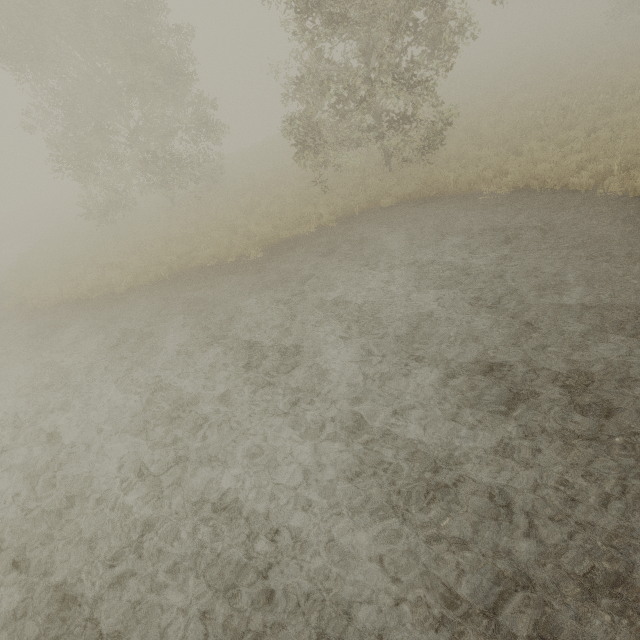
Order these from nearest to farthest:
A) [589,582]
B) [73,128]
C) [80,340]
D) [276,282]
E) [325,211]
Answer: [589,582]
[276,282]
[80,340]
[325,211]
[73,128]
